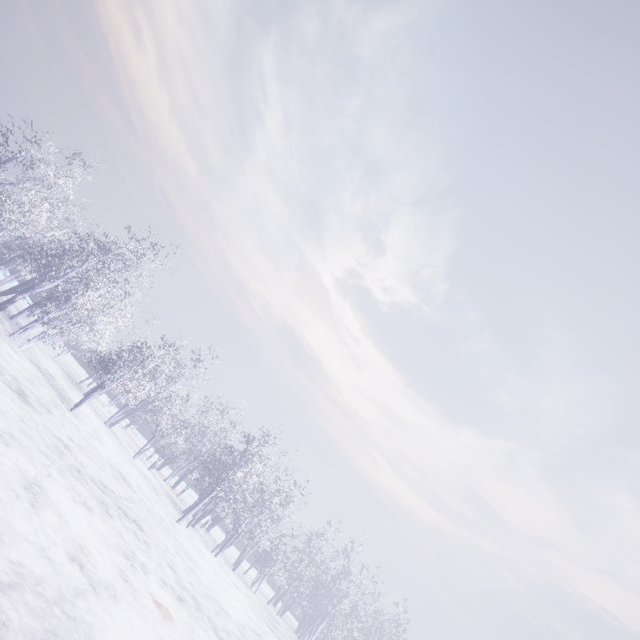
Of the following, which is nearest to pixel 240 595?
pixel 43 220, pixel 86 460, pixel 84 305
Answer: pixel 86 460
